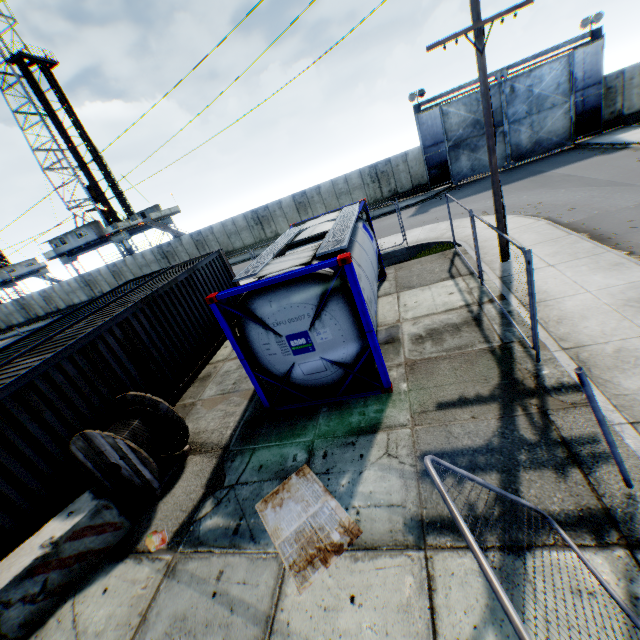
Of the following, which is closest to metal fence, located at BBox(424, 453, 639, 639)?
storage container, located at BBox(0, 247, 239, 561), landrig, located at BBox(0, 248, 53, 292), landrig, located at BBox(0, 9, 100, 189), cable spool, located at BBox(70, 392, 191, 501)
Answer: cable spool, located at BBox(70, 392, 191, 501)

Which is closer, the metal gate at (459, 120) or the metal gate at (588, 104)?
the metal gate at (588, 104)

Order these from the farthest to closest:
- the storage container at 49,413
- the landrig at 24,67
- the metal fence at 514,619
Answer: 1. the landrig at 24,67
2. the storage container at 49,413
3. the metal fence at 514,619

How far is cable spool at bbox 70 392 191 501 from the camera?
5.8m

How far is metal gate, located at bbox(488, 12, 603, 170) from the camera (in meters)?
20.67

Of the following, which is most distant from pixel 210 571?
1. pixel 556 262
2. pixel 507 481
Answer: pixel 556 262

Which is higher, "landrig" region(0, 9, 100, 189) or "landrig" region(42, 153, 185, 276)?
"landrig" region(0, 9, 100, 189)

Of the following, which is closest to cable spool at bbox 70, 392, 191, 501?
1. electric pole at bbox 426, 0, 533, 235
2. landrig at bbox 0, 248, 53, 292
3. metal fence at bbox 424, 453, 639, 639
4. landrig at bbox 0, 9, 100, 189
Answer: metal fence at bbox 424, 453, 639, 639
